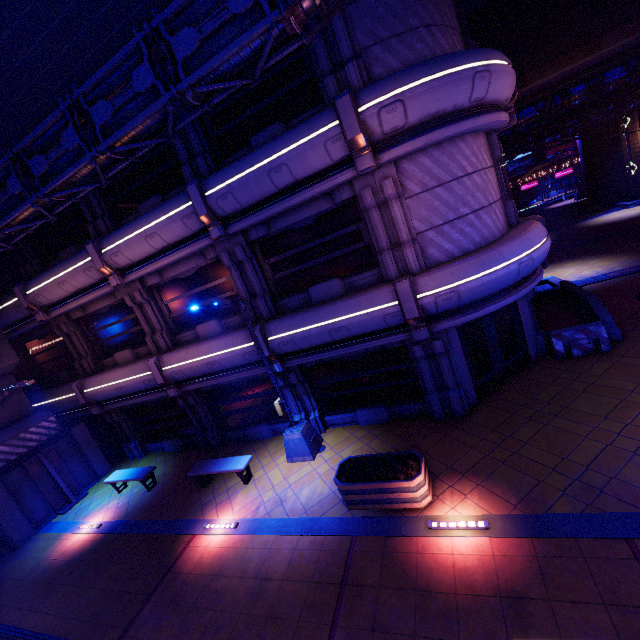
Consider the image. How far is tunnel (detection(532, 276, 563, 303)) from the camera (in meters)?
15.42

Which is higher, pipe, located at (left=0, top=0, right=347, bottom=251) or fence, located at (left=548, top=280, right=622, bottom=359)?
pipe, located at (left=0, top=0, right=347, bottom=251)

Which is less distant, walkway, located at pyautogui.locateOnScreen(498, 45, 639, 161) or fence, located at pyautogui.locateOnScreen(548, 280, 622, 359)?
fence, located at pyautogui.locateOnScreen(548, 280, 622, 359)

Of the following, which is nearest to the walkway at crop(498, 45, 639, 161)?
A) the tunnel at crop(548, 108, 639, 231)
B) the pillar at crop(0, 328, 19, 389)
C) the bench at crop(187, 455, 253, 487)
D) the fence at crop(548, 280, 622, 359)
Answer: the fence at crop(548, 280, 622, 359)

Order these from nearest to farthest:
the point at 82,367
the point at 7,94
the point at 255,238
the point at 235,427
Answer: the point at 7,94 → the point at 255,238 → the point at 235,427 → the point at 82,367

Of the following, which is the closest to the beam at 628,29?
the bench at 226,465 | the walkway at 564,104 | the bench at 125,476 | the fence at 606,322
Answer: the walkway at 564,104

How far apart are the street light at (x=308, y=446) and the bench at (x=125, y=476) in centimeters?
559cm

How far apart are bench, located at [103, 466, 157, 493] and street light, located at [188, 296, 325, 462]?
5.59m
